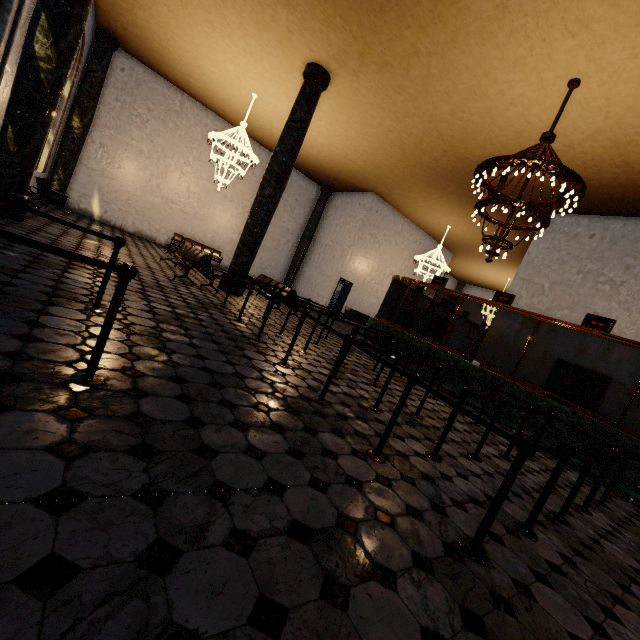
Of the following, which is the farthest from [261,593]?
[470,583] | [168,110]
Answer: [168,110]
